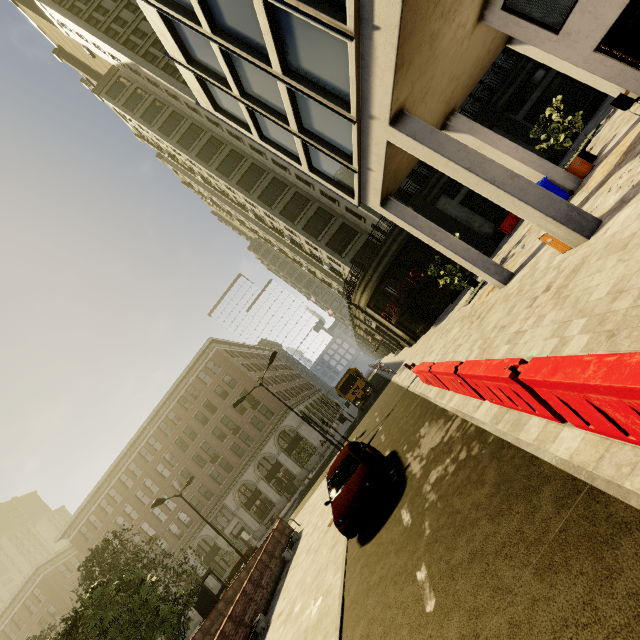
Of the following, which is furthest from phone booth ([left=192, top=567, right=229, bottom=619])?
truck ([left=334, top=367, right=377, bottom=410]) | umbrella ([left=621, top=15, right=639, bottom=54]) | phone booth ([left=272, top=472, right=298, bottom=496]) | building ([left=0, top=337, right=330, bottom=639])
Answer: umbrella ([left=621, top=15, right=639, bottom=54])

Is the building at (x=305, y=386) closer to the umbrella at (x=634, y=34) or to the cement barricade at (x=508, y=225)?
the cement barricade at (x=508, y=225)

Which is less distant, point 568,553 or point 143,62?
point 568,553

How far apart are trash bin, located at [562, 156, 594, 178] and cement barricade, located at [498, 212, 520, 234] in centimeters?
839cm

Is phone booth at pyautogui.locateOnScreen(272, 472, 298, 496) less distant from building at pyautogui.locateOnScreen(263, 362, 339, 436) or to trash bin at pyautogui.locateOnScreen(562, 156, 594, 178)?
building at pyautogui.locateOnScreen(263, 362, 339, 436)

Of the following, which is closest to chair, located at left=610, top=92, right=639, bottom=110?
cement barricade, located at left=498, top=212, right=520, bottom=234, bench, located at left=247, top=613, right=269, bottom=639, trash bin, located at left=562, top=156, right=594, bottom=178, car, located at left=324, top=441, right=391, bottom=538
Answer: trash bin, located at left=562, top=156, right=594, bottom=178

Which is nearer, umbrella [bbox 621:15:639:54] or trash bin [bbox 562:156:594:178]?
umbrella [bbox 621:15:639:54]

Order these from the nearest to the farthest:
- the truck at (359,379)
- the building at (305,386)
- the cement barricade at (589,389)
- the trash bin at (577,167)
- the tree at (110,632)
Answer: the cement barricade at (589,389) < the tree at (110,632) < the trash bin at (577,167) < the truck at (359,379) < the building at (305,386)
